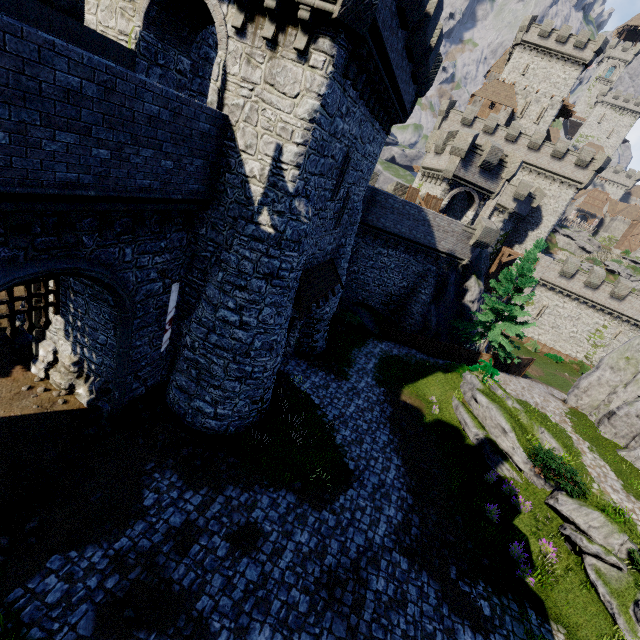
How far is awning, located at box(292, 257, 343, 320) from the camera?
13.55m

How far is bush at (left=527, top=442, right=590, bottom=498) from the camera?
13.9m

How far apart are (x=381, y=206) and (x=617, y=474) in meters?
21.3

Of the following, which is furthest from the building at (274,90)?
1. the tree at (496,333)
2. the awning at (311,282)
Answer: the tree at (496,333)

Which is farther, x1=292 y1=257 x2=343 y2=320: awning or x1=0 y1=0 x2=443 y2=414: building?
x1=292 y1=257 x2=343 y2=320: awning

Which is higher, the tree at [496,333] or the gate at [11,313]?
the tree at [496,333]

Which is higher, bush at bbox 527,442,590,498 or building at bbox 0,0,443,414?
building at bbox 0,0,443,414

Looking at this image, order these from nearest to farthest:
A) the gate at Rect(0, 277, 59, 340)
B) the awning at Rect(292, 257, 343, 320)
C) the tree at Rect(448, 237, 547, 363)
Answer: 1. the gate at Rect(0, 277, 59, 340)
2. the awning at Rect(292, 257, 343, 320)
3. the tree at Rect(448, 237, 547, 363)
